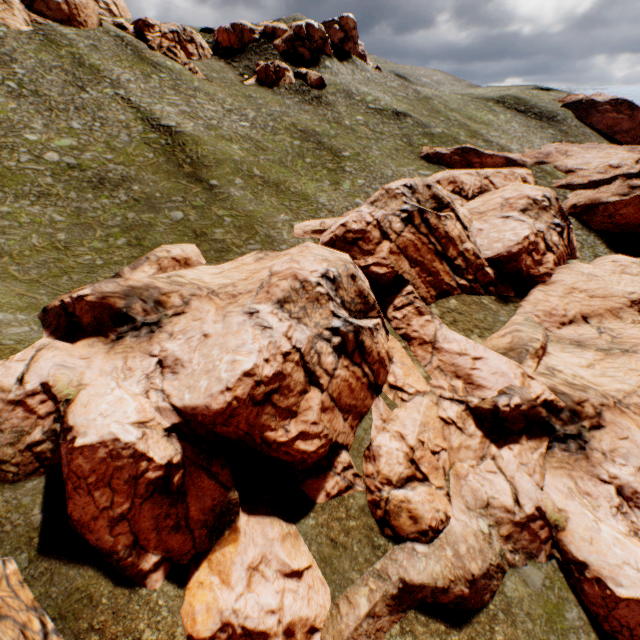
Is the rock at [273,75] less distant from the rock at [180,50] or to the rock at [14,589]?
the rock at [180,50]

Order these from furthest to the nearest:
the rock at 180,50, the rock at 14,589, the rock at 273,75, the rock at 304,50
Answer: the rock at 304,50
the rock at 273,75
the rock at 180,50
the rock at 14,589

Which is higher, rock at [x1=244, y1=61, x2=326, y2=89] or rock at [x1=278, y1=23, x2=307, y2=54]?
rock at [x1=278, y1=23, x2=307, y2=54]

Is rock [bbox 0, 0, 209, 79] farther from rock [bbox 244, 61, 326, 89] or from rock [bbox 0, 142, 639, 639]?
rock [bbox 0, 142, 639, 639]

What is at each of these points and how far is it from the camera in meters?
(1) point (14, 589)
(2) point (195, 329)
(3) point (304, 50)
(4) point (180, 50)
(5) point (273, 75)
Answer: (1) rock, 12.2 m
(2) rock, 19.3 m
(3) rock, 60.0 m
(4) rock, 55.0 m
(5) rock, 56.6 m

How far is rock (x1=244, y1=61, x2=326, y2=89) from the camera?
56.5 meters
